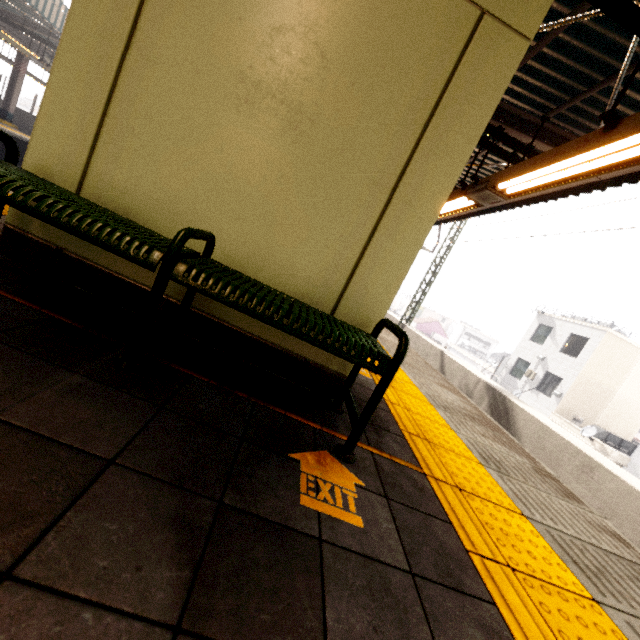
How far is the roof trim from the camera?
16.34m

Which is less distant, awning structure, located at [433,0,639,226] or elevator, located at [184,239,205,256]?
elevator, located at [184,239,205,256]

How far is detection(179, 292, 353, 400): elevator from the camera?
2.1m

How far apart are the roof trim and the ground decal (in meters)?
21.61

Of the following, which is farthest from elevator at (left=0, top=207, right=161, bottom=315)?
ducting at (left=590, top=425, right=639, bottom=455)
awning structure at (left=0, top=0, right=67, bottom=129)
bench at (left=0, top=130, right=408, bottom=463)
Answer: ducting at (left=590, top=425, right=639, bottom=455)

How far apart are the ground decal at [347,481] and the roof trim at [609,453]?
21.6m

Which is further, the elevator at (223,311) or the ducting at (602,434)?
the ducting at (602,434)

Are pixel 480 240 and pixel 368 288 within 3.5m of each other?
no
